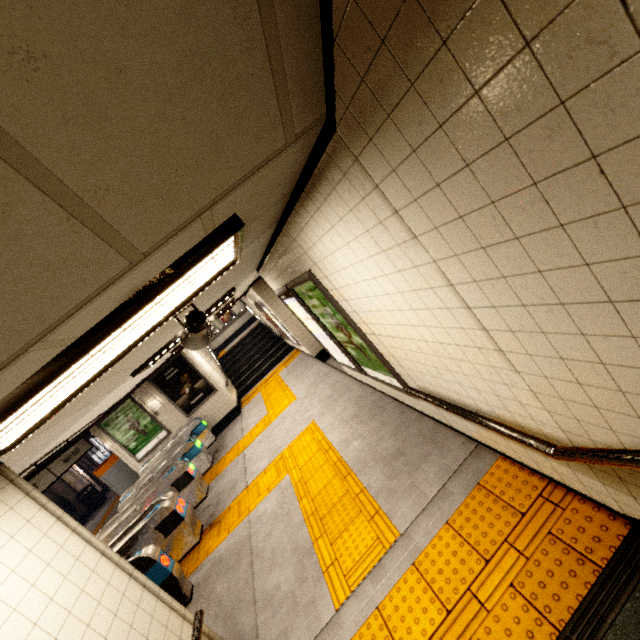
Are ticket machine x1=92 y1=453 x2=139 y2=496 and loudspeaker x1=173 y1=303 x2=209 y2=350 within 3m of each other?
no

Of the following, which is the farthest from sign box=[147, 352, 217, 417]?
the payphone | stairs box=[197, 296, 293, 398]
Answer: the payphone

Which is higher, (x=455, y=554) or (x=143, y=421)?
(x=143, y=421)

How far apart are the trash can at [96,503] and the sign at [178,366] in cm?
969

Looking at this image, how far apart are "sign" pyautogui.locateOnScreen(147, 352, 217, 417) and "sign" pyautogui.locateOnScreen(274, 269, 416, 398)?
7.5 meters

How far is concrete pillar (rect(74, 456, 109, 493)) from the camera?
17.11m

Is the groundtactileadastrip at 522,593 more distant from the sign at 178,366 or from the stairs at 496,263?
the sign at 178,366

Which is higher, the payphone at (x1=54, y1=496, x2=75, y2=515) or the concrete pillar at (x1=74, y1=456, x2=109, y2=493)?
the concrete pillar at (x1=74, y1=456, x2=109, y2=493)
